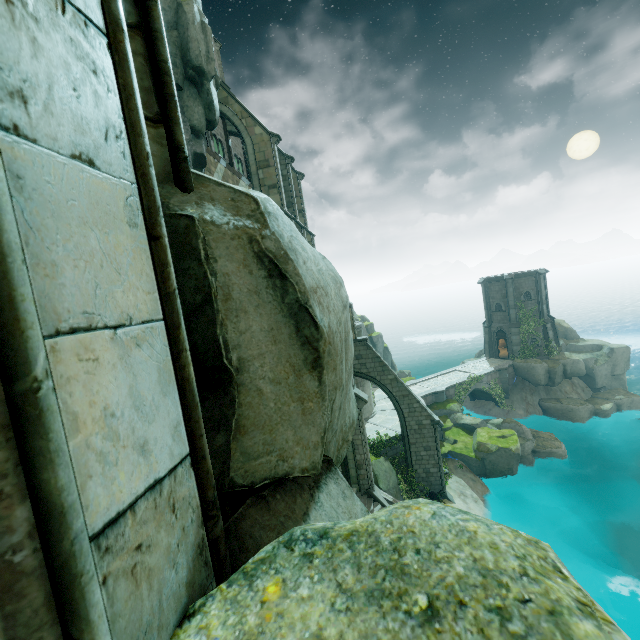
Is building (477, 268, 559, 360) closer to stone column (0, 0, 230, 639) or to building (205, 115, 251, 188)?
building (205, 115, 251, 188)

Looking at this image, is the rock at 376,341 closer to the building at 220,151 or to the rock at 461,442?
the building at 220,151

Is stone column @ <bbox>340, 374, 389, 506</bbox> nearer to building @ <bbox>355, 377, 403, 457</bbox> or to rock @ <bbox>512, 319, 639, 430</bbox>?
building @ <bbox>355, 377, 403, 457</bbox>

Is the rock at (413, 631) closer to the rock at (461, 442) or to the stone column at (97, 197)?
the stone column at (97, 197)

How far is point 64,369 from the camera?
0.8m

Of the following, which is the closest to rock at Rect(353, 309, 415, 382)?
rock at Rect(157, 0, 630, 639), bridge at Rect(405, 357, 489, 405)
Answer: bridge at Rect(405, 357, 489, 405)

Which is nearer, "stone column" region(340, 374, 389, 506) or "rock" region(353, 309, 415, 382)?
"stone column" region(340, 374, 389, 506)

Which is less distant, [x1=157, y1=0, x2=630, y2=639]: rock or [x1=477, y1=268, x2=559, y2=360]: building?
[x1=157, y1=0, x2=630, y2=639]: rock
